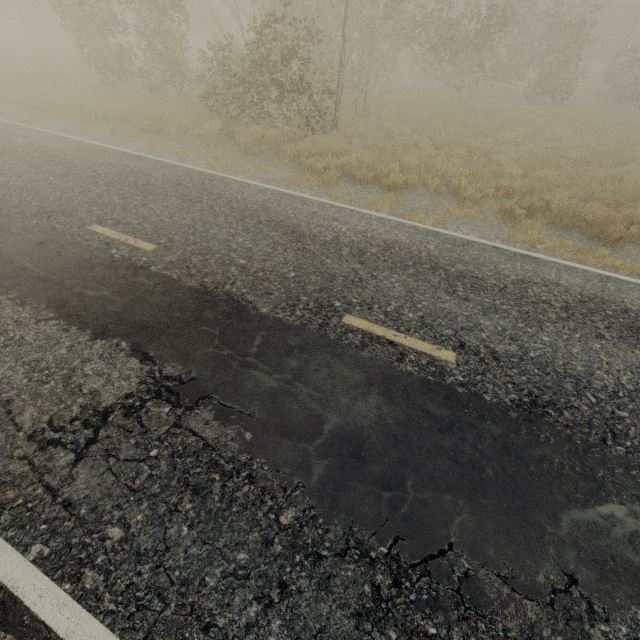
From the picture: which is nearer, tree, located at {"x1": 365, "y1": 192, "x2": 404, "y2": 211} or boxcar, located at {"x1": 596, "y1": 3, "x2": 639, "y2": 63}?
tree, located at {"x1": 365, "y1": 192, "x2": 404, "y2": 211}

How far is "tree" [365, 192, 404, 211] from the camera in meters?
7.5

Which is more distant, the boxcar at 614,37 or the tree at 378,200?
the boxcar at 614,37

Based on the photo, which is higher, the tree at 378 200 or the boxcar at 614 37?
the boxcar at 614 37

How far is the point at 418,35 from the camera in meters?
14.4

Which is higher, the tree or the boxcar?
the boxcar
